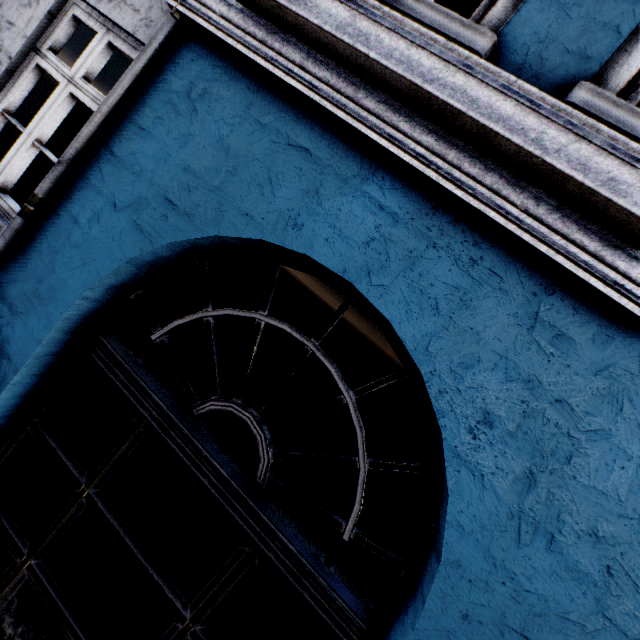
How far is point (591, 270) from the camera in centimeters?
134cm
